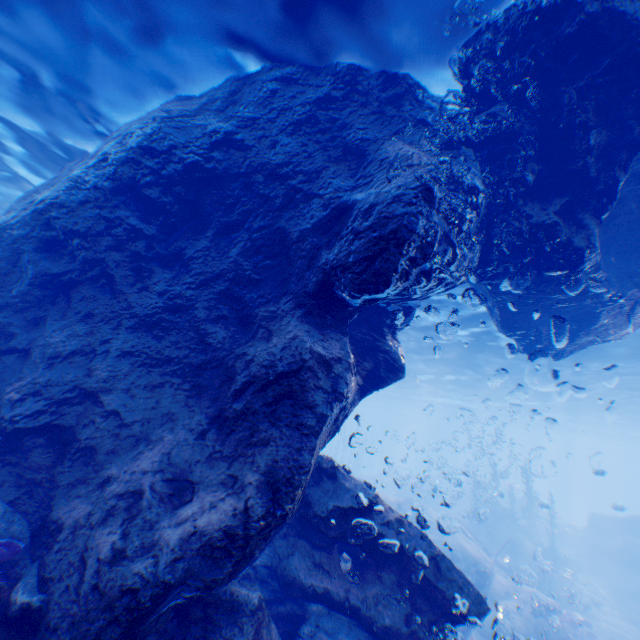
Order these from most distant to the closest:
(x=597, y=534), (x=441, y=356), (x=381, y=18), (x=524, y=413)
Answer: (x=524, y=413), (x=597, y=534), (x=441, y=356), (x=381, y=18)

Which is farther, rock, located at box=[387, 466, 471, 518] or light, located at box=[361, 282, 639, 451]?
rock, located at box=[387, 466, 471, 518]

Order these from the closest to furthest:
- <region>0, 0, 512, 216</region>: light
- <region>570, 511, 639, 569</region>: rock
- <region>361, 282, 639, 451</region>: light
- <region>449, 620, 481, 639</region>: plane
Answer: <region>0, 0, 512, 216</region>: light, <region>449, 620, 481, 639</region>: plane, <region>361, 282, 639, 451</region>: light, <region>570, 511, 639, 569</region>: rock

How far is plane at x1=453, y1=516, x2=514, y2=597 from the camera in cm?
1409

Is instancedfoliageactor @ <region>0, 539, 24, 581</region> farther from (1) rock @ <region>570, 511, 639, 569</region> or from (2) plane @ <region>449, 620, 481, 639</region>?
(2) plane @ <region>449, 620, 481, 639</region>

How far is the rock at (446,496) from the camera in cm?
3284

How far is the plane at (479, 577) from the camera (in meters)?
14.09

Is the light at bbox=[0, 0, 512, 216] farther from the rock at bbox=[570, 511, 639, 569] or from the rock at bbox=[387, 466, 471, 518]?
the rock at bbox=[387, 466, 471, 518]
